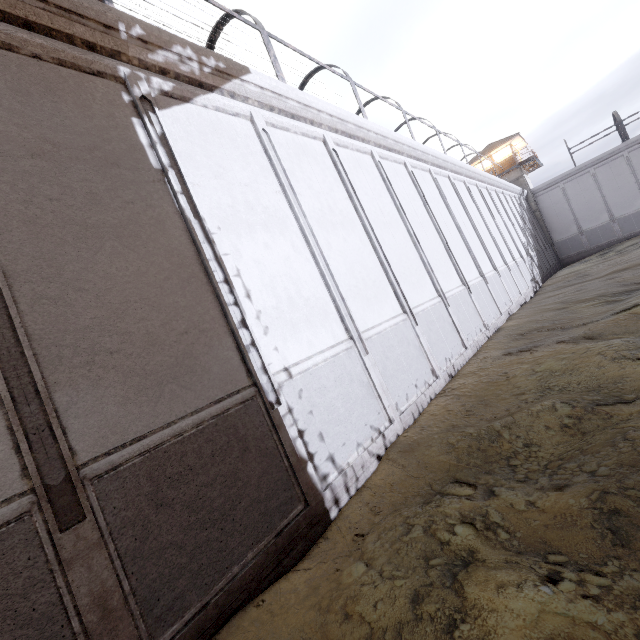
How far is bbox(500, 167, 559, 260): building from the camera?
34.1 meters

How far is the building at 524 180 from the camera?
34.12m

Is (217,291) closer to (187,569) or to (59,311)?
(59,311)
